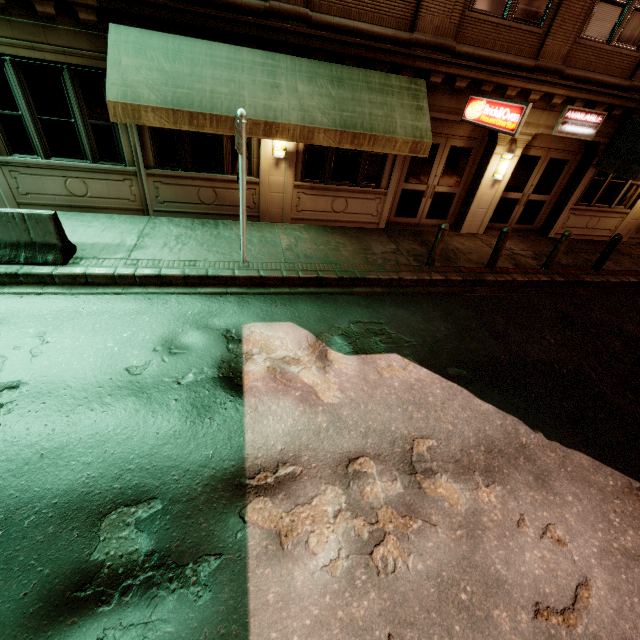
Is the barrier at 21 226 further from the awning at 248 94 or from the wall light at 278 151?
the wall light at 278 151

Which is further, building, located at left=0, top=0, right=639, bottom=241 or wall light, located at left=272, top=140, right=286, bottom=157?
wall light, located at left=272, top=140, right=286, bottom=157

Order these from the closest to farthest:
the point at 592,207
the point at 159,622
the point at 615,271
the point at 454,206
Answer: the point at 159,622 < the point at 615,271 < the point at 454,206 < the point at 592,207

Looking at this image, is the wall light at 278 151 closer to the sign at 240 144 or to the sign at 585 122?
the sign at 240 144

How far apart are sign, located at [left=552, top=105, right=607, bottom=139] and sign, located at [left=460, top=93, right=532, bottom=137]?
3.1m

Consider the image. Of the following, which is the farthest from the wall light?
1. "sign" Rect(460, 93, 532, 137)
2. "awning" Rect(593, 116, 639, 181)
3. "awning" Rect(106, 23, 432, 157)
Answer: "awning" Rect(593, 116, 639, 181)

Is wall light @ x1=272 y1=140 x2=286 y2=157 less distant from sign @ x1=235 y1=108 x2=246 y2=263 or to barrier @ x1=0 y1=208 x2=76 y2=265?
sign @ x1=235 y1=108 x2=246 y2=263

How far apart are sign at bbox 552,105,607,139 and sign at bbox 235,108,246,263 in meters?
9.4
